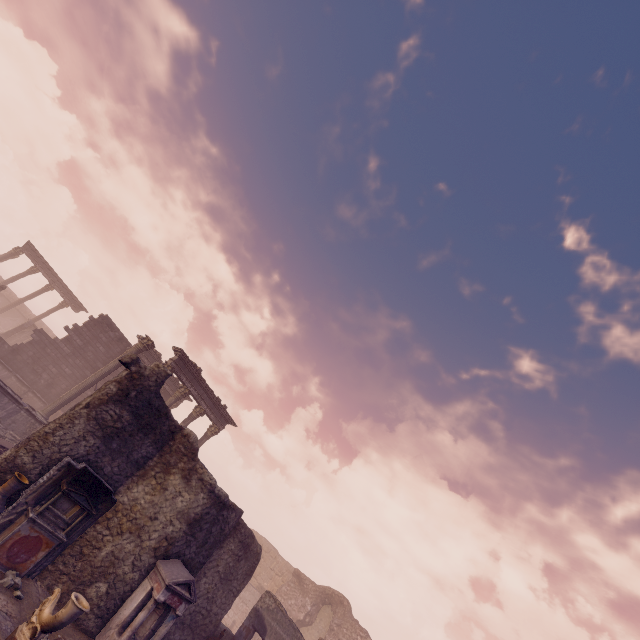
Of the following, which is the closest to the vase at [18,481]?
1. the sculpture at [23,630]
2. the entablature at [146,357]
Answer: the sculpture at [23,630]

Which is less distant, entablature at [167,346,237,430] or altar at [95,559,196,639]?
altar at [95,559,196,639]

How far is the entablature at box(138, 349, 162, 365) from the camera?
23.0m

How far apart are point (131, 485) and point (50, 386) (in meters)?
15.15

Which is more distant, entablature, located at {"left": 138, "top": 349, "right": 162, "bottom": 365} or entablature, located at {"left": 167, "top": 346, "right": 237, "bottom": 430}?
entablature, located at {"left": 138, "top": 349, "right": 162, "bottom": 365}

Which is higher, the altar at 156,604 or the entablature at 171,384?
the entablature at 171,384

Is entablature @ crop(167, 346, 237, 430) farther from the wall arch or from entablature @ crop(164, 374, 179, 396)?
the wall arch

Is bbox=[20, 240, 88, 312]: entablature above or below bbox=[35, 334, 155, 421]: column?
above
